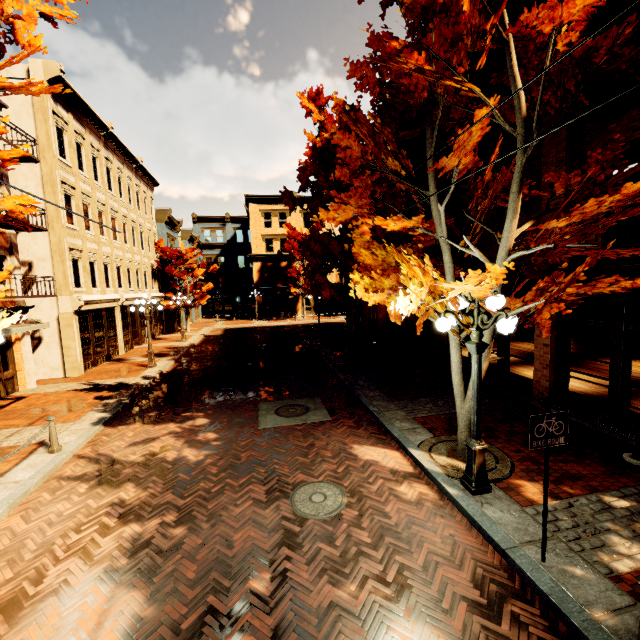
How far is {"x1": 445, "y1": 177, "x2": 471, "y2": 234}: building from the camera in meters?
12.1 m

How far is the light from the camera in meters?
4.9 m

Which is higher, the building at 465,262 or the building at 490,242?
the building at 490,242

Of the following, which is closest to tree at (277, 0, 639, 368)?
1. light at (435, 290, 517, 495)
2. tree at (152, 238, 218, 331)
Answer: light at (435, 290, 517, 495)

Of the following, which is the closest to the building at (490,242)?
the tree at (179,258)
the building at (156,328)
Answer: the tree at (179,258)

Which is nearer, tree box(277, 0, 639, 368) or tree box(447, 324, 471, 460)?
tree box(277, 0, 639, 368)

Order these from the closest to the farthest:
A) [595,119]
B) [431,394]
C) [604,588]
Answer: [604,588]
[595,119]
[431,394]
